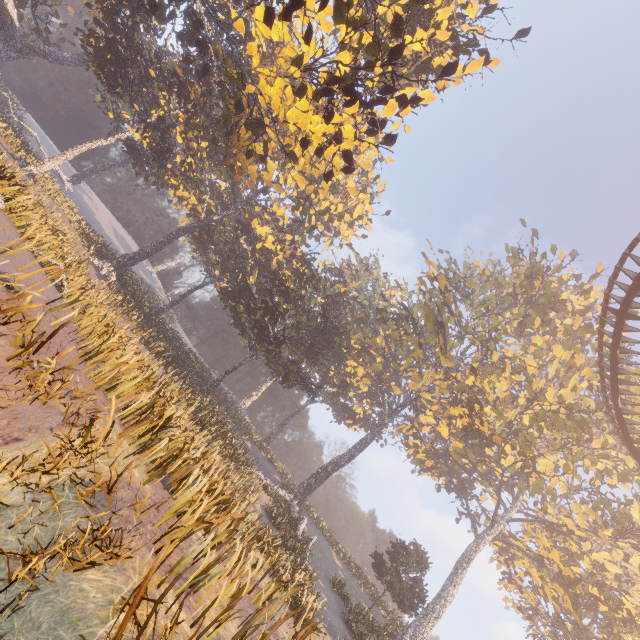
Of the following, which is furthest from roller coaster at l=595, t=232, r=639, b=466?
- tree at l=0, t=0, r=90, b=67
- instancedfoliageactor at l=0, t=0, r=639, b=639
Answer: tree at l=0, t=0, r=90, b=67

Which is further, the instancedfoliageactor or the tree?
the tree

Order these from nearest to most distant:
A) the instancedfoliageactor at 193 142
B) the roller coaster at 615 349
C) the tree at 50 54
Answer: the instancedfoliageactor at 193 142 → the roller coaster at 615 349 → the tree at 50 54

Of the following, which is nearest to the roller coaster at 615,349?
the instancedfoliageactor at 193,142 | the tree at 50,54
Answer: the instancedfoliageactor at 193,142

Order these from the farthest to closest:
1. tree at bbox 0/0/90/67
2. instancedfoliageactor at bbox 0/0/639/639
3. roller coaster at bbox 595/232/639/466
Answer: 1. tree at bbox 0/0/90/67
2. roller coaster at bbox 595/232/639/466
3. instancedfoliageactor at bbox 0/0/639/639

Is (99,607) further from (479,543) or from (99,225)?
(99,225)

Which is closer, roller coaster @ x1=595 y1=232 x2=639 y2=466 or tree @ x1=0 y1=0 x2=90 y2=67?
roller coaster @ x1=595 y1=232 x2=639 y2=466
